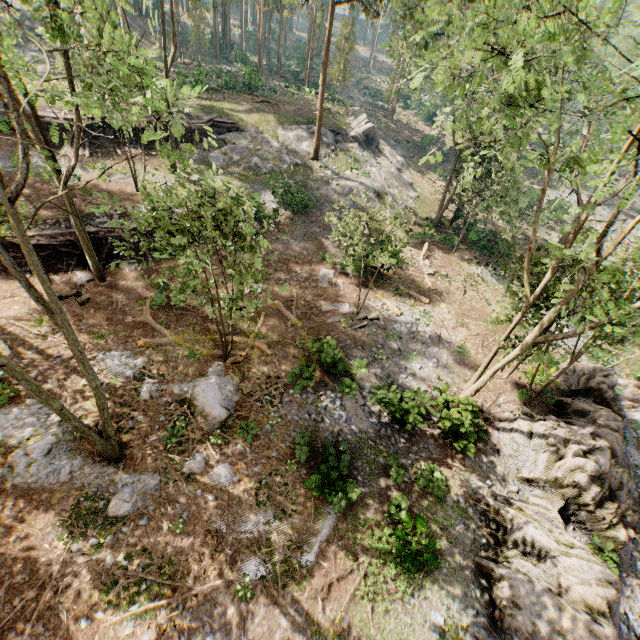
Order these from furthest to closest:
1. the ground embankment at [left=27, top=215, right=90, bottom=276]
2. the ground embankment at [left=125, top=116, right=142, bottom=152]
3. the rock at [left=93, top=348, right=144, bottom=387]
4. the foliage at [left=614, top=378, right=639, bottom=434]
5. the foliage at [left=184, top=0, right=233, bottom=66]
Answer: the foliage at [left=184, top=0, right=233, bottom=66]
the ground embankment at [left=125, top=116, right=142, bottom=152]
the foliage at [left=614, top=378, right=639, bottom=434]
the ground embankment at [left=27, top=215, right=90, bottom=276]
the rock at [left=93, top=348, right=144, bottom=387]

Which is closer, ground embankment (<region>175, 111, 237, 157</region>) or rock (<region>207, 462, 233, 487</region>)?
rock (<region>207, 462, 233, 487</region>)

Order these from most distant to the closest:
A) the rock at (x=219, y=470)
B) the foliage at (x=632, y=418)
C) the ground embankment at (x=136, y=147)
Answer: the ground embankment at (x=136, y=147), the foliage at (x=632, y=418), the rock at (x=219, y=470)

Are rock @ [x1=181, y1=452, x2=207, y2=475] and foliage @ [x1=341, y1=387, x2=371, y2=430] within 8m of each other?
yes

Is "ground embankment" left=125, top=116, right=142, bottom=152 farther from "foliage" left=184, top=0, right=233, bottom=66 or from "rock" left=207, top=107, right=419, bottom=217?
"foliage" left=184, top=0, right=233, bottom=66

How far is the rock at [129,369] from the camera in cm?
1455

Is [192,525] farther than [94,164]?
No

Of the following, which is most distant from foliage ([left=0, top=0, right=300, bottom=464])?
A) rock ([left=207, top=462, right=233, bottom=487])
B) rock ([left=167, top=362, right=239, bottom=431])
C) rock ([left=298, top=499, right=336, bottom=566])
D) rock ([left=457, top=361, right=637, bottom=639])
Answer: rock ([left=298, top=499, right=336, bottom=566])
